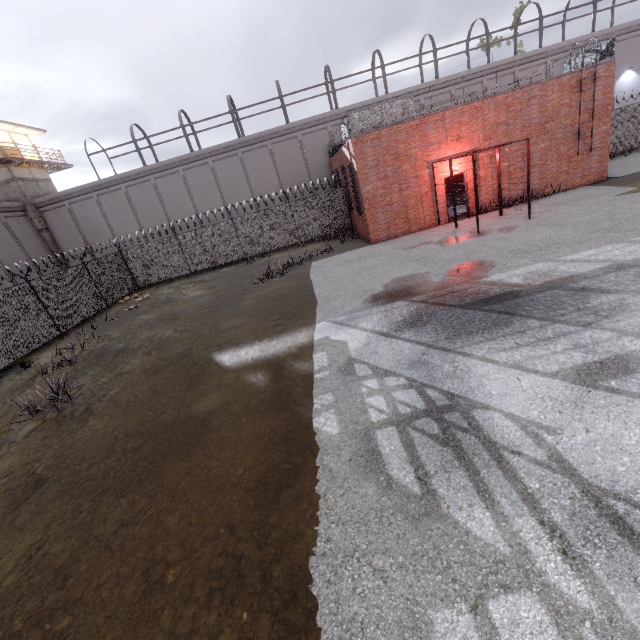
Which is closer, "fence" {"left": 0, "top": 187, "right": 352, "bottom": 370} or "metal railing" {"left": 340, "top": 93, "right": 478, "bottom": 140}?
"fence" {"left": 0, "top": 187, "right": 352, "bottom": 370}

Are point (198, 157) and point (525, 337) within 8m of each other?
no

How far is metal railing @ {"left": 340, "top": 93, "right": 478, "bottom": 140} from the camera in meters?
14.4

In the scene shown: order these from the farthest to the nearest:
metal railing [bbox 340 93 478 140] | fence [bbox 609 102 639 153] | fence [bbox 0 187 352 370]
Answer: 1. fence [bbox 609 102 639 153]
2. metal railing [bbox 340 93 478 140]
3. fence [bbox 0 187 352 370]

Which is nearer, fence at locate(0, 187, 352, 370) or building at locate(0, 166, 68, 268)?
fence at locate(0, 187, 352, 370)

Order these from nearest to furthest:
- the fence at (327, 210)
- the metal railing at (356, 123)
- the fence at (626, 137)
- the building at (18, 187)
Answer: the fence at (327, 210) < the metal railing at (356, 123) < the fence at (626, 137) < the building at (18, 187)

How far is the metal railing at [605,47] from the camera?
14.1 meters
